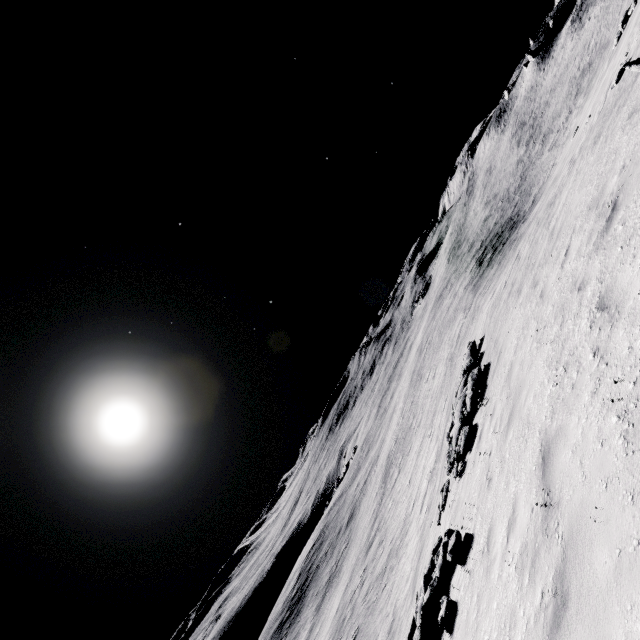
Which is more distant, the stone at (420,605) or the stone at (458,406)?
the stone at (458,406)

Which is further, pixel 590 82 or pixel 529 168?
pixel 529 168

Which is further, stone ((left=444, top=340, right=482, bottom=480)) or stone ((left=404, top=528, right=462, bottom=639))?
stone ((left=444, top=340, right=482, bottom=480))

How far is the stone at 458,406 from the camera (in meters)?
10.57

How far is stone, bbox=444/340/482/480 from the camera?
10.6 meters
